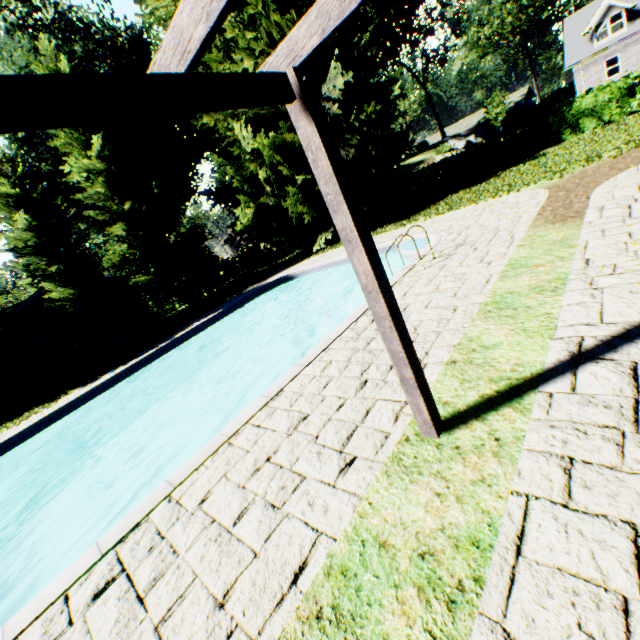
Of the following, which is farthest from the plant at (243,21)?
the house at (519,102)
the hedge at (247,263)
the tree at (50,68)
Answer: the house at (519,102)

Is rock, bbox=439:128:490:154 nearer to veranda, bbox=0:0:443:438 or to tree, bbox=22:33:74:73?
tree, bbox=22:33:74:73

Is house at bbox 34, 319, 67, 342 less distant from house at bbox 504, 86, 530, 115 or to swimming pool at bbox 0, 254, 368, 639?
swimming pool at bbox 0, 254, 368, 639

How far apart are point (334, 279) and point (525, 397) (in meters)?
12.89

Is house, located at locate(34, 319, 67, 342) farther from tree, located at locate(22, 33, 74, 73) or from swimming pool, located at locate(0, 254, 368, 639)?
swimming pool, located at locate(0, 254, 368, 639)

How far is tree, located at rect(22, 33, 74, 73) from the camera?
17.56m

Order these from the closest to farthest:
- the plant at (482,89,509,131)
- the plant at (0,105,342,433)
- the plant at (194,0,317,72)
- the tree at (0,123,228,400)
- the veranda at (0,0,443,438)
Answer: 1. the veranda at (0,0,443,438)
2. the plant at (194,0,317,72)
3. the plant at (0,105,342,433)
4. the tree at (0,123,228,400)
5. the plant at (482,89,509,131)

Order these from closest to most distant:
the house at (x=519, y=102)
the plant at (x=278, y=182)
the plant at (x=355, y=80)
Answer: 1. the plant at (x=355, y=80)
2. the plant at (x=278, y=182)
3. the house at (x=519, y=102)
